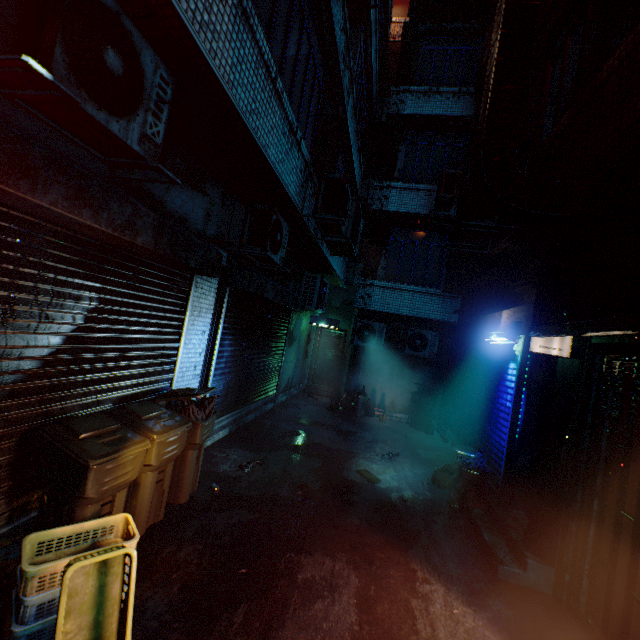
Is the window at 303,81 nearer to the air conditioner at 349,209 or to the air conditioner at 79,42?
the air conditioner at 349,209

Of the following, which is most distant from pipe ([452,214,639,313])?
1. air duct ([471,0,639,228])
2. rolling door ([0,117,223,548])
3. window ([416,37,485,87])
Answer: window ([416,37,485,87])

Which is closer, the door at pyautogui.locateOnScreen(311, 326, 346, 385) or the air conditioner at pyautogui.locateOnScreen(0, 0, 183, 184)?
the air conditioner at pyautogui.locateOnScreen(0, 0, 183, 184)

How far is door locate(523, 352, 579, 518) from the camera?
3.5 meters

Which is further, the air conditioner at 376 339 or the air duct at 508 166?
the air conditioner at 376 339

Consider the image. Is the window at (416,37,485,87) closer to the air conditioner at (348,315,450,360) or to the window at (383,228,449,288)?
the window at (383,228,449,288)

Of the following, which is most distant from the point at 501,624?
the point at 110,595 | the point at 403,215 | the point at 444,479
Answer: the point at 403,215

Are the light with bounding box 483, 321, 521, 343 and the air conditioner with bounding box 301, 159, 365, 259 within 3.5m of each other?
yes
